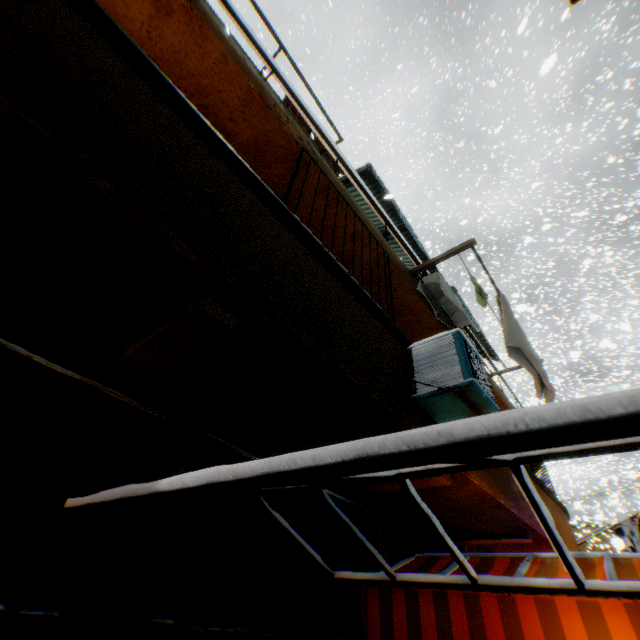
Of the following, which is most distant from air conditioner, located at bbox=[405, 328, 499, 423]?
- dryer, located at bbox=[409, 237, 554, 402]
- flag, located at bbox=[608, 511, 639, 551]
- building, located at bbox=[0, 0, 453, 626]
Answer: flag, located at bbox=[608, 511, 639, 551]

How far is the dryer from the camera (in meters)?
5.53

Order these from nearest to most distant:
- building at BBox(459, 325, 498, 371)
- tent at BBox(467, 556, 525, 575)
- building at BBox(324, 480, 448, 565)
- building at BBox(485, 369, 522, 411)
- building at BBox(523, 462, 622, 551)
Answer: tent at BBox(467, 556, 525, 575)
building at BBox(324, 480, 448, 565)
building at BBox(523, 462, 622, 551)
building at BBox(485, 369, 522, 411)
building at BBox(459, 325, 498, 371)

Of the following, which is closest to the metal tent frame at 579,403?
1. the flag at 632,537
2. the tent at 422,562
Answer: the tent at 422,562

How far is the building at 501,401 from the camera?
8.20m

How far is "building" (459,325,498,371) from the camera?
8.85m

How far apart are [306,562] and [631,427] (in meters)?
4.30

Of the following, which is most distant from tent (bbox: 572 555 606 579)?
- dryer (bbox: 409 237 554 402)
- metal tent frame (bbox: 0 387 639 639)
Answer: dryer (bbox: 409 237 554 402)
